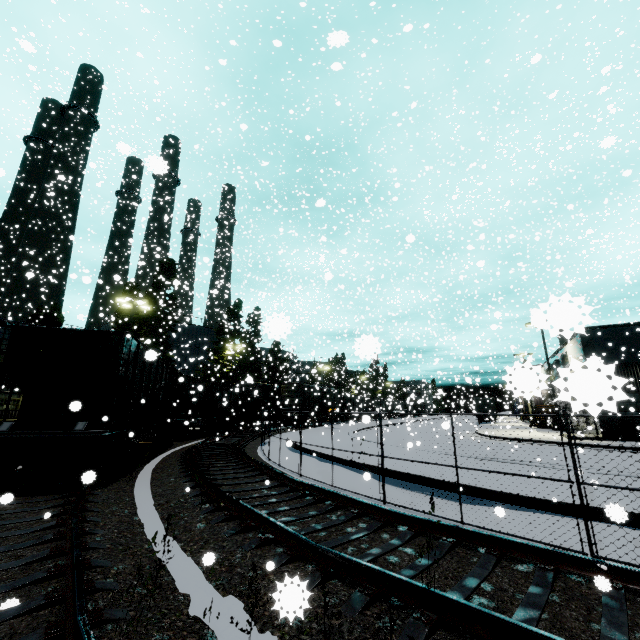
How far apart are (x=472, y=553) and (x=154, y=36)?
42.6m

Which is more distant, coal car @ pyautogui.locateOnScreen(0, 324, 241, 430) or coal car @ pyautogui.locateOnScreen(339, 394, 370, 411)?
coal car @ pyautogui.locateOnScreen(339, 394, 370, 411)

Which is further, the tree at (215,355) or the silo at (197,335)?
the silo at (197,335)

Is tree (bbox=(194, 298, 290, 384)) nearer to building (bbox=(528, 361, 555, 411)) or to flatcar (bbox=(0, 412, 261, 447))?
building (bbox=(528, 361, 555, 411))

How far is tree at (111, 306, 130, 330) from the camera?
35.5 meters

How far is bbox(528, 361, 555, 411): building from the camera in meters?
1.0 m

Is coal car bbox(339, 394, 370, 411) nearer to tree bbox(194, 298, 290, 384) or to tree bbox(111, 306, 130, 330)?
tree bbox(194, 298, 290, 384)

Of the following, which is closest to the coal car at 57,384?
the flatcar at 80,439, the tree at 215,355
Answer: the flatcar at 80,439
